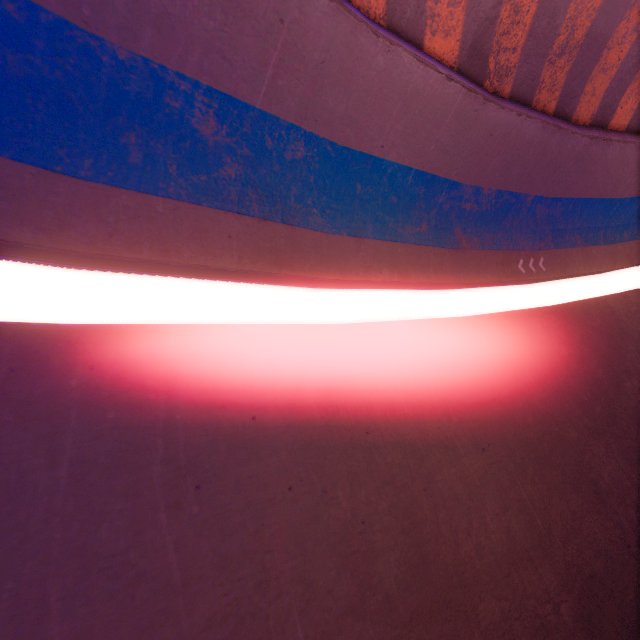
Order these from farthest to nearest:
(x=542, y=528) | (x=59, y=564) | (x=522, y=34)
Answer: (x=522, y=34) → (x=542, y=528) → (x=59, y=564)
